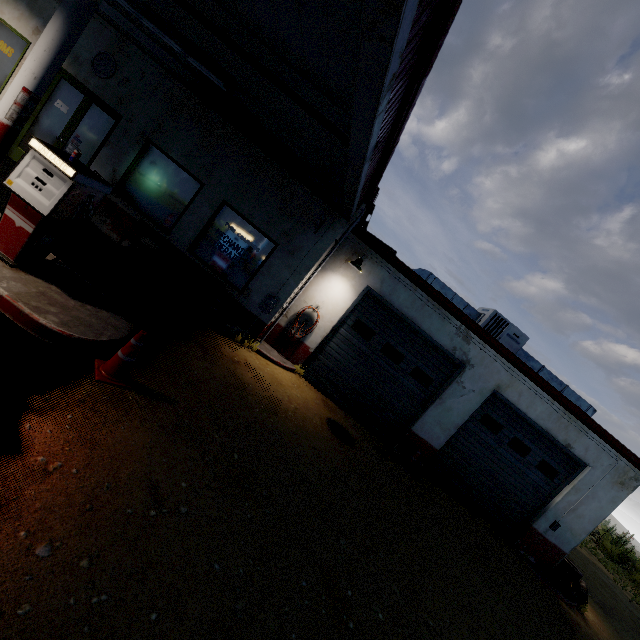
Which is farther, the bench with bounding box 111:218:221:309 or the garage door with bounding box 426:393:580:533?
the garage door with bounding box 426:393:580:533

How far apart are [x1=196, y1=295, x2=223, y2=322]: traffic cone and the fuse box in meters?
0.9

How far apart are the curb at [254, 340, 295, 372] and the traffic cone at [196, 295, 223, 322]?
1.1m

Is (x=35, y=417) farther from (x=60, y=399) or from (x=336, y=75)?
(x=336, y=75)

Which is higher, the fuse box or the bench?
the fuse box

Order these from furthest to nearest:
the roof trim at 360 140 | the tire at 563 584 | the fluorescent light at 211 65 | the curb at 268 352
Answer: → the tire at 563 584 < the curb at 268 352 < the fluorescent light at 211 65 < the roof trim at 360 140

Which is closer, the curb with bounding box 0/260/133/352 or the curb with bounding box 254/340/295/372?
the curb with bounding box 0/260/133/352

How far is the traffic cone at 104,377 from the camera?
3.9m
